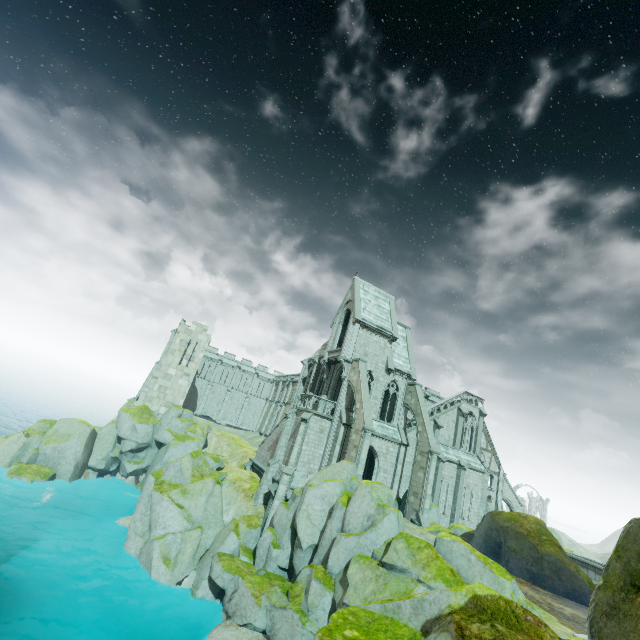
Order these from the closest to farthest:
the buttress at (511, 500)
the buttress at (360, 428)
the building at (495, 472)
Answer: the buttress at (360, 428), the building at (495, 472), the buttress at (511, 500)

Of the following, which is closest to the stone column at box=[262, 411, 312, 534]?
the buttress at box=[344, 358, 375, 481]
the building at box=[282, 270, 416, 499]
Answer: the building at box=[282, 270, 416, 499]

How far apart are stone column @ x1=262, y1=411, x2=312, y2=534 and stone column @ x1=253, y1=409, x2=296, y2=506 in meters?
2.0

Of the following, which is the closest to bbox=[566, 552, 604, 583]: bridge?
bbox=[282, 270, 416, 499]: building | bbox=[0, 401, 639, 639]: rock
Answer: bbox=[282, 270, 416, 499]: building

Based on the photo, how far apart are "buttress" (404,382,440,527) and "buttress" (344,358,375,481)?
5.9 meters

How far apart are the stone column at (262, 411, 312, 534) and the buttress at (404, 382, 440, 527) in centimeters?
969cm

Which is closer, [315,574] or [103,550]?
[315,574]

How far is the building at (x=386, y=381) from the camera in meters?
28.3 m
